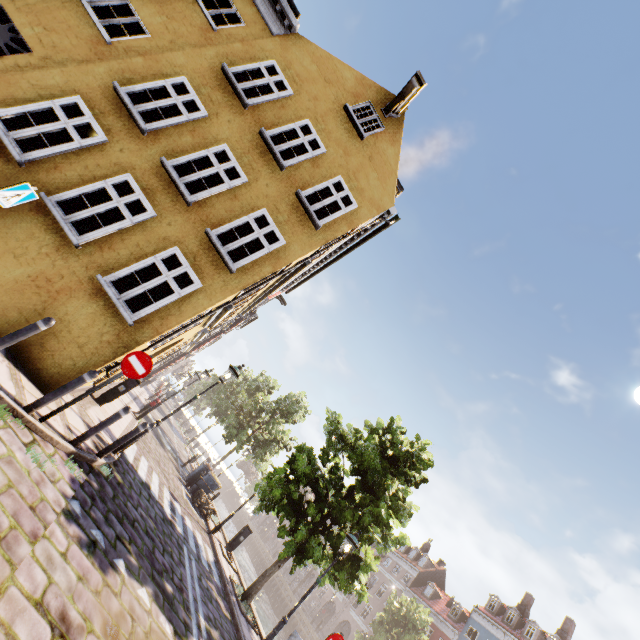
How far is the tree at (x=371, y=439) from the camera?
10.6 meters

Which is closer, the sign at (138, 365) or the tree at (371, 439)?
the sign at (138, 365)

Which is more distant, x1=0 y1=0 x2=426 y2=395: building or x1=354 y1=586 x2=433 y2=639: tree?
x1=354 y1=586 x2=433 y2=639: tree

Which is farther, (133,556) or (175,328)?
(175,328)

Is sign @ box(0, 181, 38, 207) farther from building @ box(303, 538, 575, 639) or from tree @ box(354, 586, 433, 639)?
building @ box(303, 538, 575, 639)

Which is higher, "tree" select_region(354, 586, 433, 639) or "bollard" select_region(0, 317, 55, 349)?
"tree" select_region(354, 586, 433, 639)

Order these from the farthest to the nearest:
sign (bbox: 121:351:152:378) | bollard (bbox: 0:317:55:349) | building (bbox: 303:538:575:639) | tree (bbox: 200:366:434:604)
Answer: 1. building (bbox: 303:538:575:639)
2. tree (bbox: 200:366:434:604)
3. sign (bbox: 121:351:152:378)
4. bollard (bbox: 0:317:55:349)

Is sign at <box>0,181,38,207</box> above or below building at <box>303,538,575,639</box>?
below
